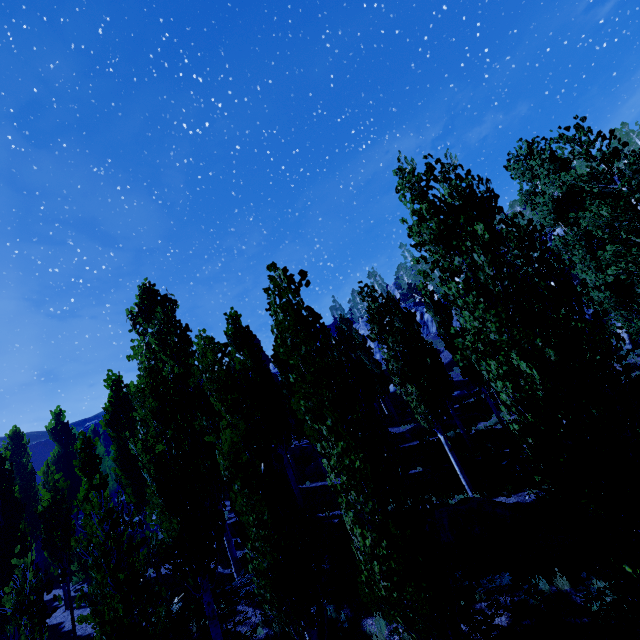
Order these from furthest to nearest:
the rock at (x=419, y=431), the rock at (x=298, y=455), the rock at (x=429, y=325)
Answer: the rock at (x=429, y=325), the rock at (x=298, y=455), the rock at (x=419, y=431)

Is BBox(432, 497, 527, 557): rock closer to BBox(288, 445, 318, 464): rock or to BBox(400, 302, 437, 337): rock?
BBox(288, 445, 318, 464): rock

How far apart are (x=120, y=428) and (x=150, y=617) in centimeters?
1371cm

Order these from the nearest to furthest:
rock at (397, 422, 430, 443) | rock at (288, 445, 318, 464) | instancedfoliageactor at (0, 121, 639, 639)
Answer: instancedfoliageactor at (0, 121, 639, 639)
rock at (397, 422, 430, 443)
rock at (288, 445, 318, 464)

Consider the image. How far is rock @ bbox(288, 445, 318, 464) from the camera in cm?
2925

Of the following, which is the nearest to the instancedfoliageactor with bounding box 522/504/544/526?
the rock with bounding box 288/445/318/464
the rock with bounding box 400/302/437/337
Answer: the rock with bounding box 400/302/437/337

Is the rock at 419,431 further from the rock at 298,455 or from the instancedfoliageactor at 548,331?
the rock at 298,455

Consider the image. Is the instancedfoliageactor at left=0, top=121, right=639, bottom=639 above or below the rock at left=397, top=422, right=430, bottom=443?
above
